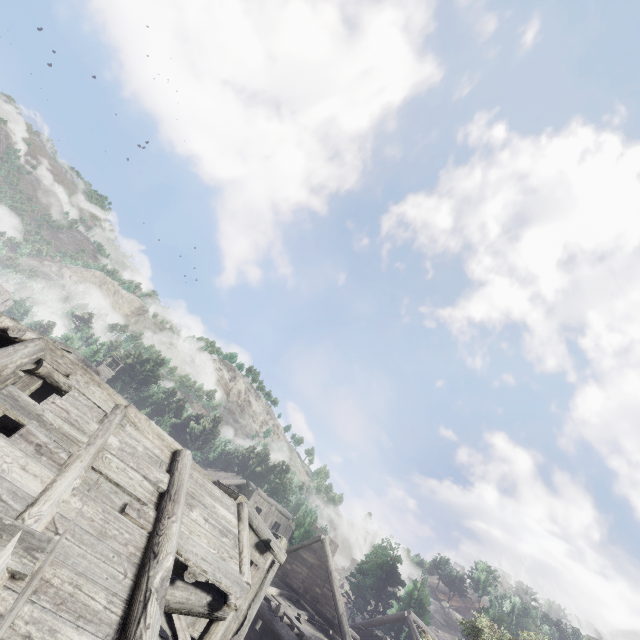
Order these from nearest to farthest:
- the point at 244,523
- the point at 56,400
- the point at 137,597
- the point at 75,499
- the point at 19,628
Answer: the point at 19,628
the point at 137,597
the point at 75,499
the point at 56,400
the point at 244,523
